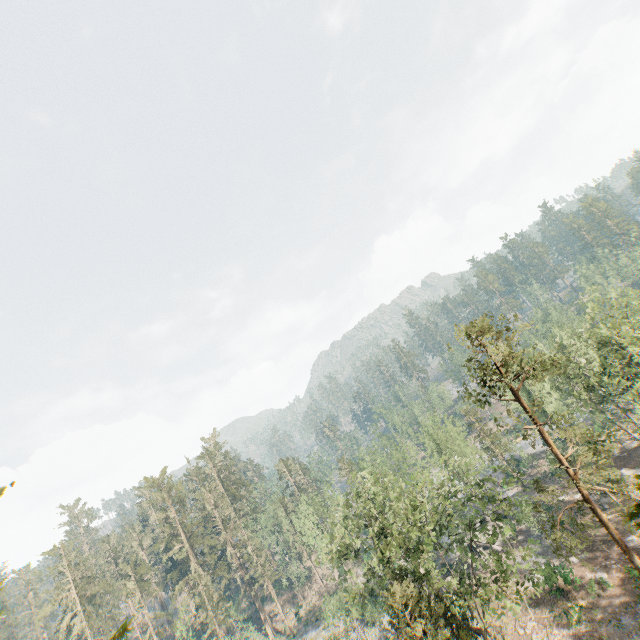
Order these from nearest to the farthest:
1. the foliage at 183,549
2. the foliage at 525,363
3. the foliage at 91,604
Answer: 1. the foliage at 525,363
2. the foliage at 91,604
3. the foliage at 183,549

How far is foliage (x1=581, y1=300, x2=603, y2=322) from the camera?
28.2m

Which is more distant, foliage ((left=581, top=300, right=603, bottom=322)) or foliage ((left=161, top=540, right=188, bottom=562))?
foliage ((left=161, top=540, right=188, bottom=562))

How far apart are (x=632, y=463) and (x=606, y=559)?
17.6 meters

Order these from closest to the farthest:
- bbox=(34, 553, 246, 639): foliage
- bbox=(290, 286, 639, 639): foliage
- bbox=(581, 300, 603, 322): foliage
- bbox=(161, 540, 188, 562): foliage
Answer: bbox=(290, 286, 639, 639): foliage < bbox=(581, 300, 603, 322): foliage < bbox=(34, 553, 246, 639): foliage < bbox=(161, 540, 188, 562): foliage

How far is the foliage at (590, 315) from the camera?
28.17m
